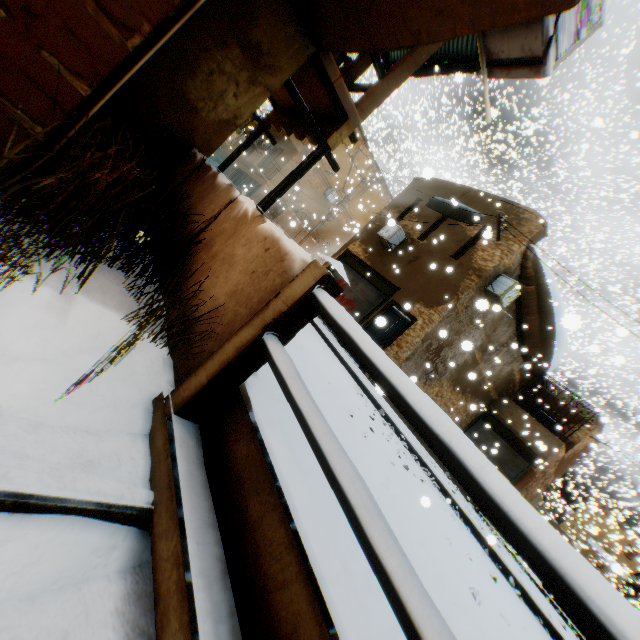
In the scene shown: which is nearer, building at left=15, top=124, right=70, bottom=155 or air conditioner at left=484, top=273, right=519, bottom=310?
building at left=15, top=124, right=70, bottom=155

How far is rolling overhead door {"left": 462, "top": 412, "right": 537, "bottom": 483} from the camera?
16.7 meters

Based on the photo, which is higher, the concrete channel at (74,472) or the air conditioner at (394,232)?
the air conditioner at (394,232)

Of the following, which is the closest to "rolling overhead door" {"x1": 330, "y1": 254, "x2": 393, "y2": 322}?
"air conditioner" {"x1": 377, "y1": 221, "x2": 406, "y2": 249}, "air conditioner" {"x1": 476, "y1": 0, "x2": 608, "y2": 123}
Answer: "air conditioner" {"x1": 377, "y1": 221, "x2": 406, "y2": 249}

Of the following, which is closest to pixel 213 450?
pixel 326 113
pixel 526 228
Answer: pixel 326 113

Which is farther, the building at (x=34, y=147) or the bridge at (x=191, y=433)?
the building at (x=34, y=147)

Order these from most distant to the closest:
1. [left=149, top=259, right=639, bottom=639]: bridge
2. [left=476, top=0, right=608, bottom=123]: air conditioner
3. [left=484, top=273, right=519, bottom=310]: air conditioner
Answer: [left=484, top=273, right=519, bottom=310]: air conditioner < [left=476, top=0, right=608, bottom=123]: air conditioner < [left=149, top=259, right=639, bottom=639]: bridge

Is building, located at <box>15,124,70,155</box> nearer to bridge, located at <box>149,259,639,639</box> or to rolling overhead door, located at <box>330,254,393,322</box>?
A: rolling overhead door, located at <box>330,254,393,322</box>
